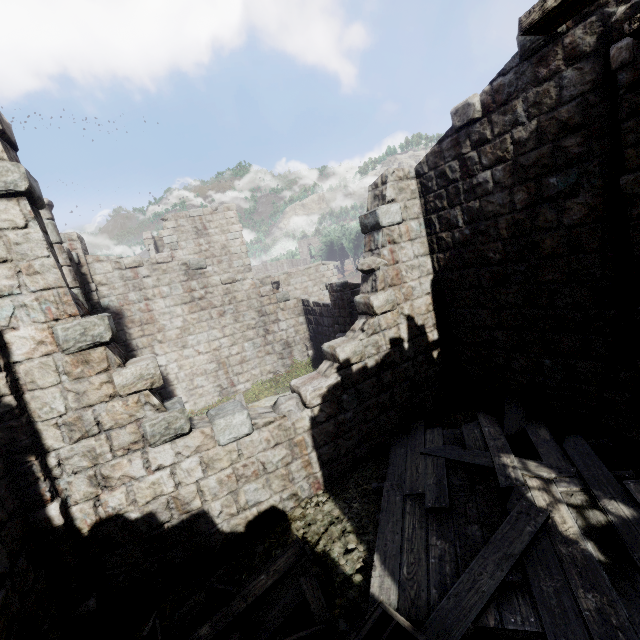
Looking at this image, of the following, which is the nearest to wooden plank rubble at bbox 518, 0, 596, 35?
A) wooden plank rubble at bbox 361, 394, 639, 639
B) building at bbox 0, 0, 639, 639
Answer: building at bbox 0, 0, 639, 639

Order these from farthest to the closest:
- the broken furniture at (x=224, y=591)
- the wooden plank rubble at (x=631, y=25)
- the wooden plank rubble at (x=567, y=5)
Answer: the broken furniture at (x=224, y=591) → the wooden plank rubble at (x=631, y=25) → the wooden plank rubble at (x=567, y=5)

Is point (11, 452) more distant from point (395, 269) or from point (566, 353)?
point (566, 353)

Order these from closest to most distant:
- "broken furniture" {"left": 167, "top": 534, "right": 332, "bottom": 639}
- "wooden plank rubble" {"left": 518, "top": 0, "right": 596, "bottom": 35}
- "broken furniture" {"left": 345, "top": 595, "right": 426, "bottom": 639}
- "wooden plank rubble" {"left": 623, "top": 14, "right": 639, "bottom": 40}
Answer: "wooden plank rubble" {"left": 518, "top": 0, "right": 596, "bottom": 35}, "wooden plank rubble" {"left": 623, "top": 14, "right": 639, "bottom": 40}, "broken furniture" {"left": 345, "top": 595, "right": 426, "bottom": 639}, "broken furniture" {"left": 167, "top": 534, "right": 332, "bottom": 639}

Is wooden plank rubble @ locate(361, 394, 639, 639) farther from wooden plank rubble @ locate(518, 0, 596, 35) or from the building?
wooden plank rubble @ locate(518, 0, 596, 35)

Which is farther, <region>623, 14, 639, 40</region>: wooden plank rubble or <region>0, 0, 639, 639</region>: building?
<region>0, 0, 639, 639</region>: building

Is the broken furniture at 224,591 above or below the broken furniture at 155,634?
below

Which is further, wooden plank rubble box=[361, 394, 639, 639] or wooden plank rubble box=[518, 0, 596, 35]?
wooden plank rubble box=[361, 394, 639, 639]
